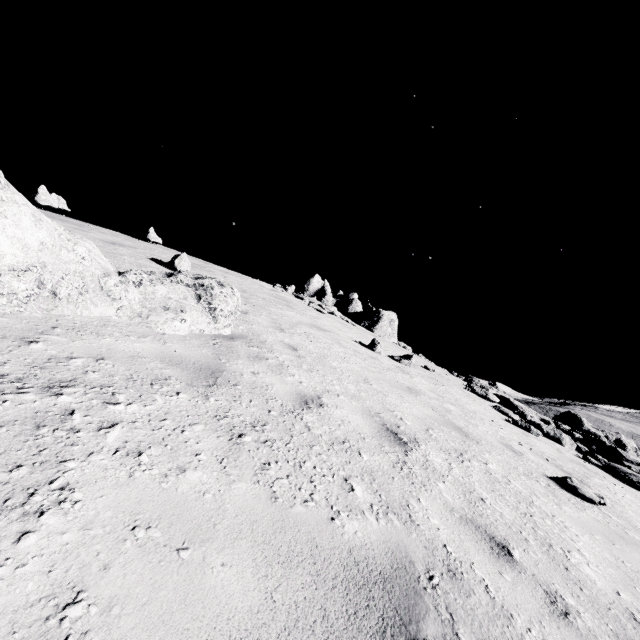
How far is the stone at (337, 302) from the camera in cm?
2072

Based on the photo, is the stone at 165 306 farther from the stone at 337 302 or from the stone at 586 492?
the stone at 337 302

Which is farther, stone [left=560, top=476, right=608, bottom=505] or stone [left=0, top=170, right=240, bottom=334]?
stone [left=560, top=476, right=608, bottom=505]

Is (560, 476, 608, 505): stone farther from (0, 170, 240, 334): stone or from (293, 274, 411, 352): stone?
(293, 274, 411, 352): stone

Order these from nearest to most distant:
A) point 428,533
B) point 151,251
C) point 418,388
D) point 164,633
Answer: point 164,633 → point 428,533 → point 418,388 → point 151,251

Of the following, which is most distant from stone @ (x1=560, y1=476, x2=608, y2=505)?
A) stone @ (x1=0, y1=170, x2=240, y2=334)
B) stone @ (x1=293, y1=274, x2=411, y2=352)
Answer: stone @ (x1=293, y1=274, x2=411, y2=352)

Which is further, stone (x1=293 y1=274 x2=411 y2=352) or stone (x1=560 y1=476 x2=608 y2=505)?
stone (x1=293 y1=274 x2=411 y2=352)

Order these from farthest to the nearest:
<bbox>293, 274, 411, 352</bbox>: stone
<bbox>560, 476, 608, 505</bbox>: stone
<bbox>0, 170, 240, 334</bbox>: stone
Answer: <bbox>293, 274, 411, 352</bbox>: stone, <bbox>560, 476, 608, 505</bbox>: stone, <bbox>0, 170, 240, 334</bbox>: stone
